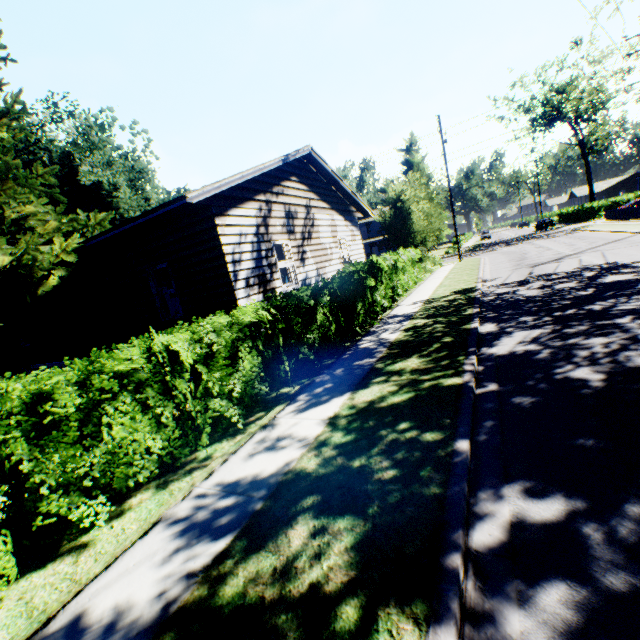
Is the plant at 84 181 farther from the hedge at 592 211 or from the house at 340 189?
the hedge at 592 211

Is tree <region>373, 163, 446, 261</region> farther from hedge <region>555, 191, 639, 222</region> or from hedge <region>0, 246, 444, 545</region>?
hedge <region>555, 191, 639, 222</region>

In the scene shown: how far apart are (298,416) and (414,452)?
2.3 meters

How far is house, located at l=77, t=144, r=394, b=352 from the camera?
8.0m

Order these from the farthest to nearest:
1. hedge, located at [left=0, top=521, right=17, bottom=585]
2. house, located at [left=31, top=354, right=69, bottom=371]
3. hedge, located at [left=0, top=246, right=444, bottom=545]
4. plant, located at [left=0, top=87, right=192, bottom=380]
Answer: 1. house, located at [left=31, top=354, right=69, bottom=371]
2. plant, located at [left=0, top=87, right=192, bottom=380]
3. hedge, located at [left=0, top=246, right=444, bottom=545]
4. hedge, located at [left=0, top=521, right=17, bottom=585]

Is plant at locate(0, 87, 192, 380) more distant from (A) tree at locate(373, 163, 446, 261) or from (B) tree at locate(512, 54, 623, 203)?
(B) tree at locate(512, 54, 623, 203)

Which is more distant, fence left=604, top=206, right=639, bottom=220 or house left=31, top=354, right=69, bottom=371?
fence left=604, top=206, right=639, bottom=220

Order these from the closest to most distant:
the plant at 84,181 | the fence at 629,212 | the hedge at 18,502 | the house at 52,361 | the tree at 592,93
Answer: the hedge at 18,502 → the plant at 84,181 → the house at 52,361 → the fence at 629,212 → the tree at 592,93
